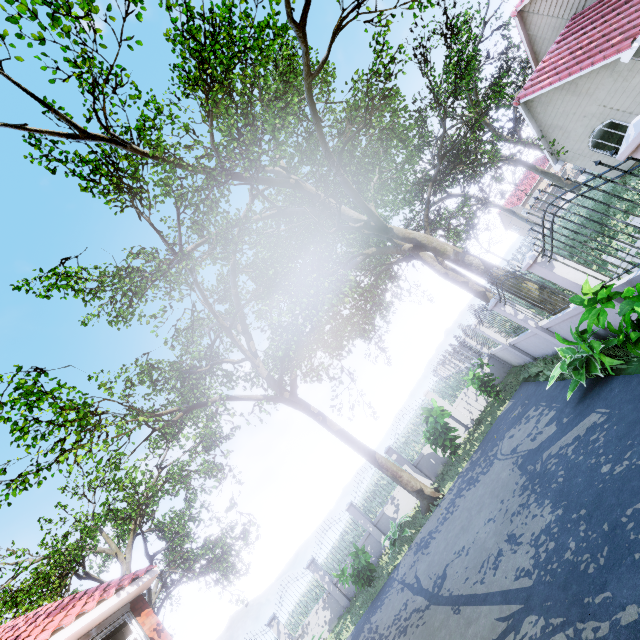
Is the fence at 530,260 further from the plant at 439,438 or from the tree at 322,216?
the plant at 439,438

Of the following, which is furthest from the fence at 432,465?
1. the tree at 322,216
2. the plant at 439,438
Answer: the plant at 439,438

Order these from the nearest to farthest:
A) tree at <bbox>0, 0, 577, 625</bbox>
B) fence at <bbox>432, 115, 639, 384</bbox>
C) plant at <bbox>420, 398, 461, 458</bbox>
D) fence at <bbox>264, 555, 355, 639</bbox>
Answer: fence at <bbox>432, 115, 639, 384</bbox> → tree at <bbox>0, 0, 577, 625</bbox> → plant at <bbox>420, 398, 461, 458</bbox> → fence at <bbox>264, 555, 355, 639</bbox>

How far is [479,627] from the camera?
5.29m

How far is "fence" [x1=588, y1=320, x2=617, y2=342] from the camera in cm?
674

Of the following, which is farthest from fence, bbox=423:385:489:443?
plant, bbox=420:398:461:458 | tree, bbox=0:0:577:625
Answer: plant, bbox=420:398:461:458

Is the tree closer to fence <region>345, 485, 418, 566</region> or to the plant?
fence <region>345, 485, 418, 566</region>

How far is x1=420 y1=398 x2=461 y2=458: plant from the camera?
12.2 meters
